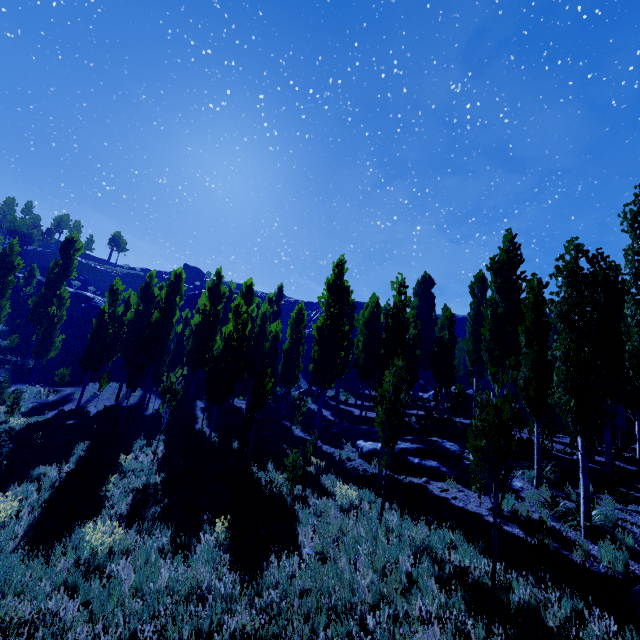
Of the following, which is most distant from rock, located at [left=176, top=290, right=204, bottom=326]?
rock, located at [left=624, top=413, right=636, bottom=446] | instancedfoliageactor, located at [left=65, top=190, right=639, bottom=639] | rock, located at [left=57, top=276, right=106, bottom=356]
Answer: rock, located at [left=624, top=413, right=636, bottom=446]

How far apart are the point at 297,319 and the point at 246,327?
4.1m

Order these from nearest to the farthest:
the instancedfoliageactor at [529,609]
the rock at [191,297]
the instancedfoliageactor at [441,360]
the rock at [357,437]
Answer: the instancedfoliageactor at [529,609] < the instancedfoliageactor at [441,360] < the rock at [357,437] < the rock at [191,297]

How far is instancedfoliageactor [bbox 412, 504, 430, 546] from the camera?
7.73m

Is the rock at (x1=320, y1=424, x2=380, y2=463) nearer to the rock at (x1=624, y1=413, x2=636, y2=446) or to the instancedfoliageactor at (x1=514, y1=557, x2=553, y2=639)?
the instancedfoliageactor at (x1=514, y1=557, x2=553, y2=639)

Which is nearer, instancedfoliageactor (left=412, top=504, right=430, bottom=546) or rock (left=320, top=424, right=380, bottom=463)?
instancedfoliageactor (left=412, top=504, right=430, bottom=546)

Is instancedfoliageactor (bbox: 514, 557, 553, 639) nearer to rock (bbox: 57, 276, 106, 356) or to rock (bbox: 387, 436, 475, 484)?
rock (bbox: 387, 436, 475, 484)

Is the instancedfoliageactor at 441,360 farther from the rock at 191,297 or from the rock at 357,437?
the rock at 191,297
